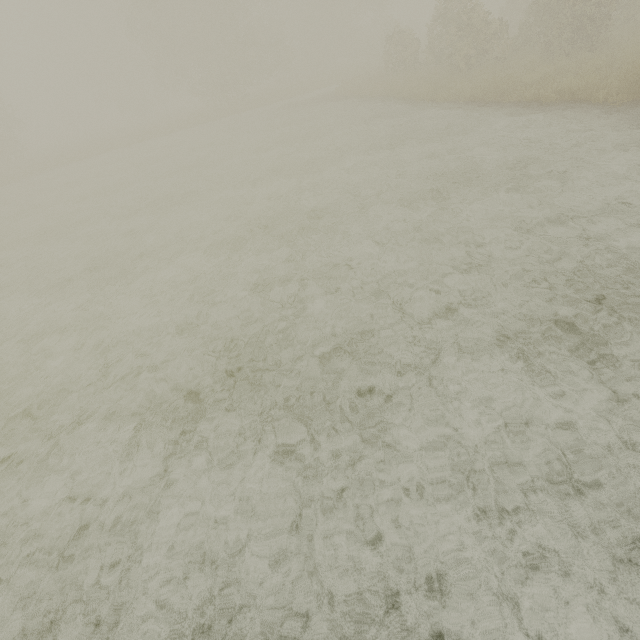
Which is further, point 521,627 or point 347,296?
point 347,296
